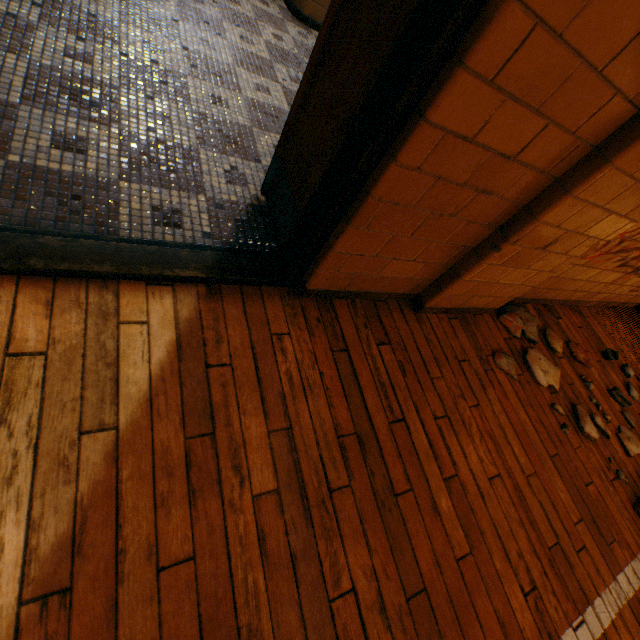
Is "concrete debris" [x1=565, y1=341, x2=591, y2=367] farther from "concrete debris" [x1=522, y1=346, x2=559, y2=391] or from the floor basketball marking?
the floor basketball marking

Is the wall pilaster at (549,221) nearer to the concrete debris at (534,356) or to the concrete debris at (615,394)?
the concrete debris at (534,356)

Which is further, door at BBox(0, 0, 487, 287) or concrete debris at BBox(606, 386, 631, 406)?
concrete debris at BBox(606, 386, 631, 406)

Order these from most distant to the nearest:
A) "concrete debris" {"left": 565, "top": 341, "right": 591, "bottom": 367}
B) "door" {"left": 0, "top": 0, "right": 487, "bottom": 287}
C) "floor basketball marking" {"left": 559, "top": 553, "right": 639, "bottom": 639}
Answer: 1. "concrete debris" {"left": 565, "top": 341, "right": 591, "bottom": 367}
2. "floor basketball marking" {"left": 559, "top": 553, "right": 639, "bottom": 639}
3. "door" {"left": 0, "top": 0, "right": 487, "bottom": 287}

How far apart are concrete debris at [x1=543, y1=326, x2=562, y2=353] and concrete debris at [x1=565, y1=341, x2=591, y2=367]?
0.16m

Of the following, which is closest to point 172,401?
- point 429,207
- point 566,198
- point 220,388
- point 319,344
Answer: point 220,388

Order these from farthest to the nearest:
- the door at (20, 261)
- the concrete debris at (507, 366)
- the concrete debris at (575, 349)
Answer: the concrete debris at (575, 349)
the concrete debris at (507, 366)
the door at (20, 261)

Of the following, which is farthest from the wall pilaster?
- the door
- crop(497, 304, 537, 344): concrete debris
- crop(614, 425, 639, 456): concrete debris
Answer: crop(614, 425, 639, 456): concrete debris
